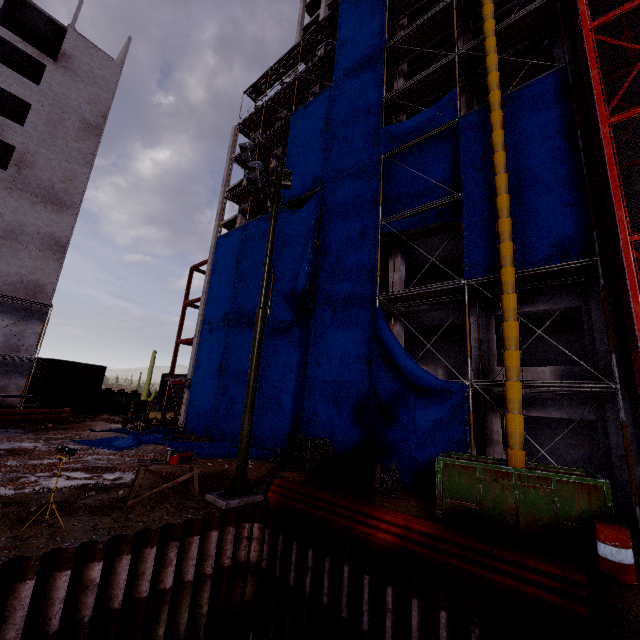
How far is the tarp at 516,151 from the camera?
10.77m

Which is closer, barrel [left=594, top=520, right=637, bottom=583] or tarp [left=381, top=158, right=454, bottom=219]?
barrel [left=594, top=520, right=637, bottom=583]

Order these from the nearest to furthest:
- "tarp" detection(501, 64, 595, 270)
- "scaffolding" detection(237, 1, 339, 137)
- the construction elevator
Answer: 1. the construction elevator
2. "tarp" detection(501, 64, 595, 270)
3. "scaffolding" detection(237, 1, 339, 137)

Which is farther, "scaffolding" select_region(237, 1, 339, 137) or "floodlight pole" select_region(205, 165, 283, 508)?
"scaffolding" select_region(237, 1, 339, 137)

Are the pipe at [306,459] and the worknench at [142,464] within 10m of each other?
yes

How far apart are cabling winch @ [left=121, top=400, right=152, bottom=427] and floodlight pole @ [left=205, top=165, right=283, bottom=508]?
17.2 meters

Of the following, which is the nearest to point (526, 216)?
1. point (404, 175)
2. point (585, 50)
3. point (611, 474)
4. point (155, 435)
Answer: point (585, 50)

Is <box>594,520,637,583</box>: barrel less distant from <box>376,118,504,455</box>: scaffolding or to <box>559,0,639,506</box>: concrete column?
<box>376,118,504,455</box>: scaffolding
